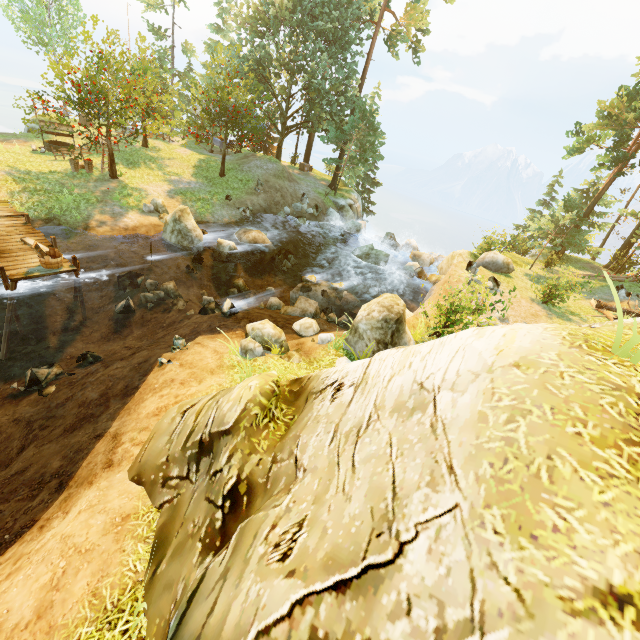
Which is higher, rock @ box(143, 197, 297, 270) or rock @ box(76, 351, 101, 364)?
rock @ box(143, 197, 297, 270)

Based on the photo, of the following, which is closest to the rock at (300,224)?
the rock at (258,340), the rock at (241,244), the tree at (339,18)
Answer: the tree at (339,18)

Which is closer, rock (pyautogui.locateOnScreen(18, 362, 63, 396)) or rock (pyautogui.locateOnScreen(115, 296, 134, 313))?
rock (pyautogui.locateOnScreen(18, 362, 63, 396))

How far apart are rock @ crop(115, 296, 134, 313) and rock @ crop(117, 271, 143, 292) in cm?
33

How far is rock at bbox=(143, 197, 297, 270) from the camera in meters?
16.2

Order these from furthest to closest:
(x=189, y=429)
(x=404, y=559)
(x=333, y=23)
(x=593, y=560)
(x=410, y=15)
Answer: (x=410, y=15) < (x=333, y=23) < (x=189, y=429) < (x=404, y=559) < (x=593, y=560)

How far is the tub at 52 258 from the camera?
10.9m

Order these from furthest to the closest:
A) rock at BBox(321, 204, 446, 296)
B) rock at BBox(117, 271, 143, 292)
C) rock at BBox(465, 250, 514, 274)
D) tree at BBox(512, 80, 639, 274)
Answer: tree at BBox(512, 80, 639, 274) < rock at BBox(321, 204, 446, 296) < rock at BBox(465, 250, 514, 274) < rock at BBox(117, 271, 143, 292)
